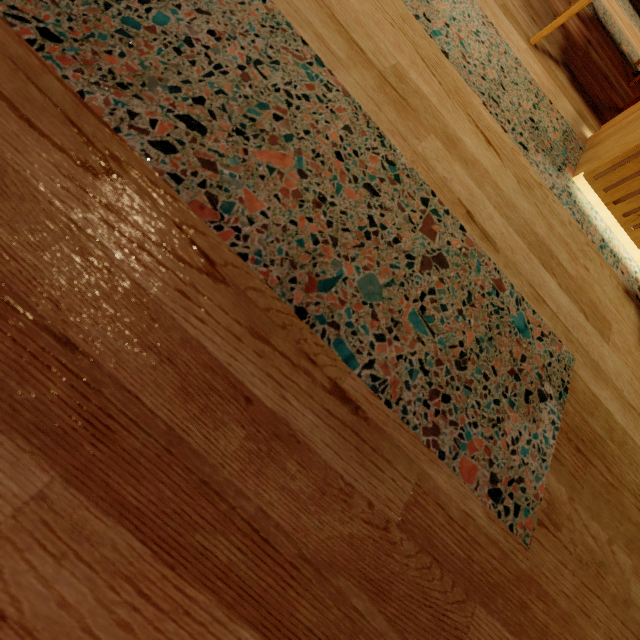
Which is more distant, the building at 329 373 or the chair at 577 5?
the chair at 577 5

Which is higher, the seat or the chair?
the chair

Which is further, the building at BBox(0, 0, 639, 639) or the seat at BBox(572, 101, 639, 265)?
the seat at BBox(572, 101, 639, 265)

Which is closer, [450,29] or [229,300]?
[229,300]

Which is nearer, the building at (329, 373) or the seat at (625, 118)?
the building at (329, 373)

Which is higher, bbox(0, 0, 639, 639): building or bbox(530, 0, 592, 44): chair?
bbox(530, 0, 592, 44): chair

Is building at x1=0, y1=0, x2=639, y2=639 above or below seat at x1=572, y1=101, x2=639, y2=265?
below

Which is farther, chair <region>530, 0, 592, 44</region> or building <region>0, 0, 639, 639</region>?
chair <region>530, 0, 592, 44</region>
